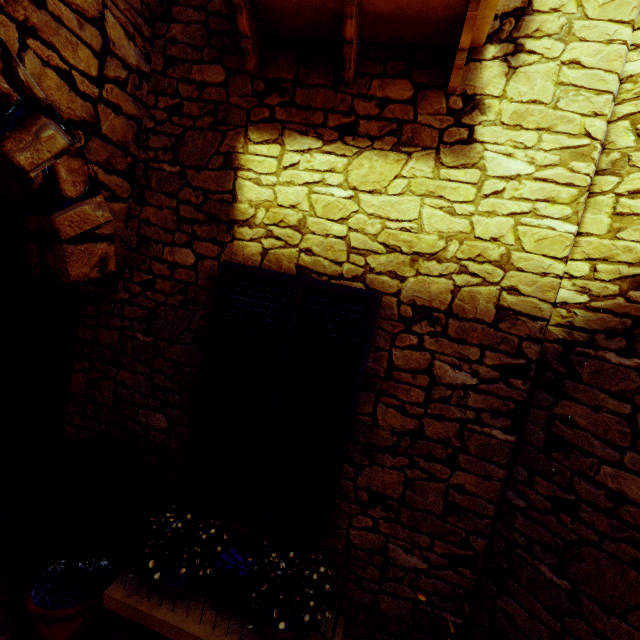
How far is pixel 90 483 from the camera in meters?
2.0

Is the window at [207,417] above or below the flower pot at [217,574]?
above

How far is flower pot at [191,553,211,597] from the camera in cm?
202

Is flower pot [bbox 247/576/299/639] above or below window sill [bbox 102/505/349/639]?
above

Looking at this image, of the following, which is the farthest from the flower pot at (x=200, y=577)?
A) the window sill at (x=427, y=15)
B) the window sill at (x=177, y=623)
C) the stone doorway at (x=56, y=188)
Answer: the window sill at (x=427, y=15)

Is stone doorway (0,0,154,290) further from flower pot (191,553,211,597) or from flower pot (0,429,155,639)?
flower pot (191,553,211,597)

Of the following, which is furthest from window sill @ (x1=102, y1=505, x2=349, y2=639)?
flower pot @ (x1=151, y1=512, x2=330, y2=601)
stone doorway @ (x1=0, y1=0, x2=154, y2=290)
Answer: stone doorway @ (x1=0, y1=0, x2=154, y2=290)
